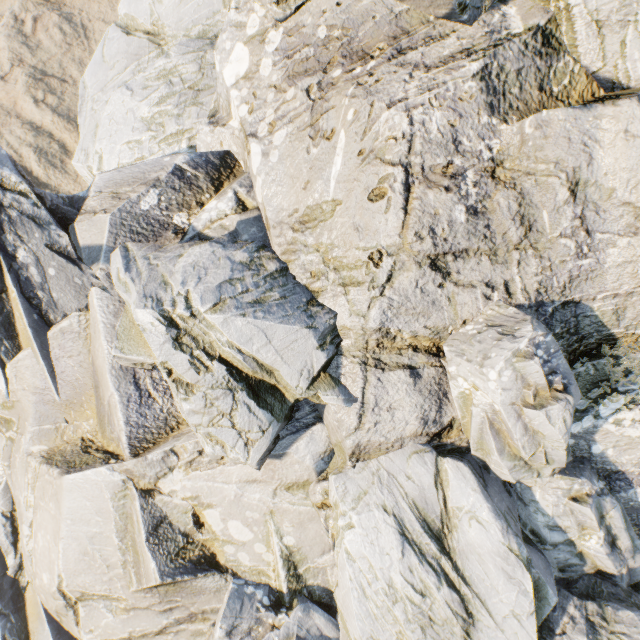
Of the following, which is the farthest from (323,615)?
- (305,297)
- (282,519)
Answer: (305,297)
